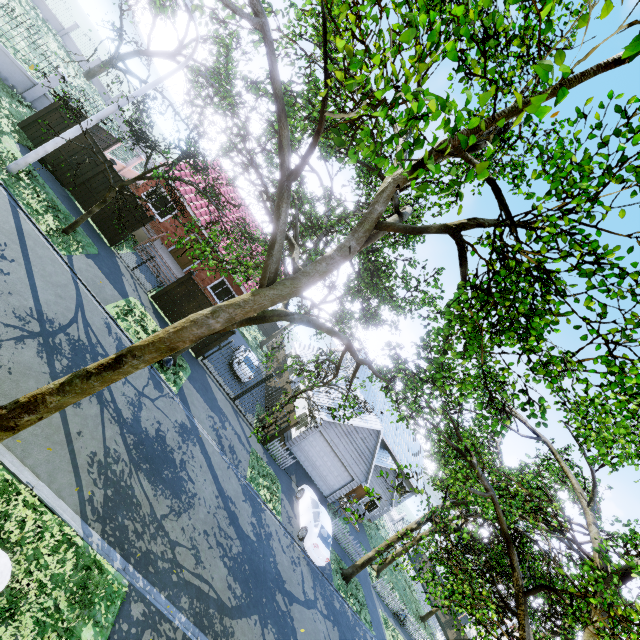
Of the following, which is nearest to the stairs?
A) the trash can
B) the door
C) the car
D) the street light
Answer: the door

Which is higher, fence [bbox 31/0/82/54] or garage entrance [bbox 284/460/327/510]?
fence [bbox 31/0/82/54]

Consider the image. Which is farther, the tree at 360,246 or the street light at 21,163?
the street light at 21,163

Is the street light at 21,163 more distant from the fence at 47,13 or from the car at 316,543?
the car at 316,543

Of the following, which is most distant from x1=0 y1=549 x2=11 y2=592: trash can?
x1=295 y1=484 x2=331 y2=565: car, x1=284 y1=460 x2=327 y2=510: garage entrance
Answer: x1=284 y1=460 x2=327 y2=510: garage entrance

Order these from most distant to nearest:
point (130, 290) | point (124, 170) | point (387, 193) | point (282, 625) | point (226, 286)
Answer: point (124, 170), point (226, 286), point (130, 290), point (282, 625), point (387, 193)

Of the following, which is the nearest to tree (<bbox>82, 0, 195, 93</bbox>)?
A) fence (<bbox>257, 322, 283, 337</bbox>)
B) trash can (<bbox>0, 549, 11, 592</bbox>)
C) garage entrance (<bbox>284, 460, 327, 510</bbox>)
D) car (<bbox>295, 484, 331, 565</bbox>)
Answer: fence (<bbox>257, 322, 283, 337</bbox>)

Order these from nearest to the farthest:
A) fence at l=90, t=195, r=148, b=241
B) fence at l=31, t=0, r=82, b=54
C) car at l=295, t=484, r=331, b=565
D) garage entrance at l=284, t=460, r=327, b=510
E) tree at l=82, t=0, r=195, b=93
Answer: A:
1. tree at l=82, t=0, r=195, b=93
2. fence at l=90, t=195, r=148, b=241
3. car at l=295, t=484, r=331, b=565
4. garage entrance at l=284, t=460, r=327, b=510
5. fence at l=31, t=0, r=82, b=54
